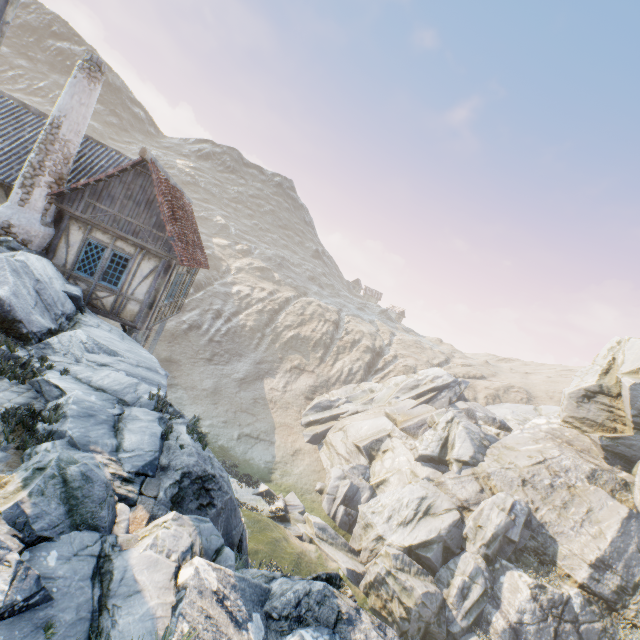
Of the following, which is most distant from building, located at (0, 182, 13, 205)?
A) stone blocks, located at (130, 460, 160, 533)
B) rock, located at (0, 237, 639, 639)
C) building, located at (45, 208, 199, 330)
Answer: stone blocks, located at (130, 460, 160, 533)

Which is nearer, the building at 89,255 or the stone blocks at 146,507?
the stone blocks at 146,507

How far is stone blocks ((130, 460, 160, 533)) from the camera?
4.43m

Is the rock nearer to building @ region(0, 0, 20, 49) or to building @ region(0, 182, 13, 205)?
building @ region(0, 182, 13, 205)

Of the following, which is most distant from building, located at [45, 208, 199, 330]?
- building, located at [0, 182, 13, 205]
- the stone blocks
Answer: the stone blocks

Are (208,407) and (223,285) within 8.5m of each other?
no

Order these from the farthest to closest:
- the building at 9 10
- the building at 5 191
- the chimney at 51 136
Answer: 1. the building at 5 191
2. the chimney at 51 136
3. the building at 9 10

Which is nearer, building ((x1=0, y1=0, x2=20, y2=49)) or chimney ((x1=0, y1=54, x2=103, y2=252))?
building ((x1=0, y1=0, x2=20, y2=49))
